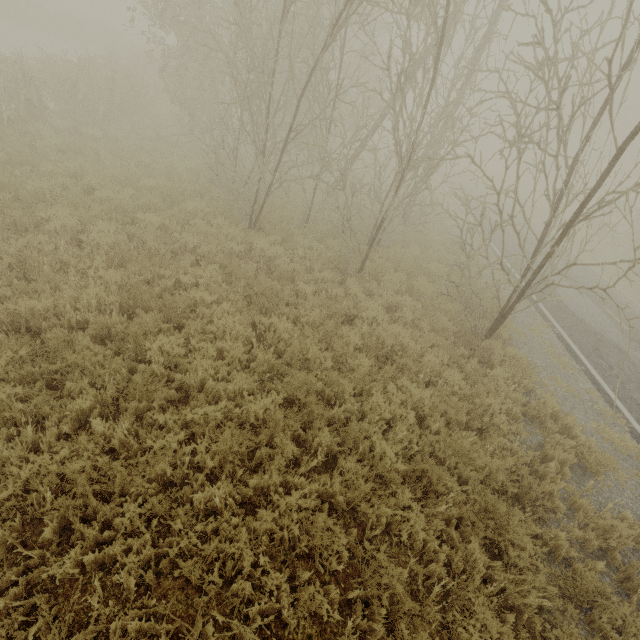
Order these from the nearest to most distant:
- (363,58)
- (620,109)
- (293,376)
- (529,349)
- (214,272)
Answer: (293,376)
(214,272)
(529,349)
(363,58)
(620,109)

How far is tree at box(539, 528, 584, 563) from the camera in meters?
4.6

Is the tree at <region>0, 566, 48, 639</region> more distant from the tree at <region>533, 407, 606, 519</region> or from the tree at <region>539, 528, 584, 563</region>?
the tree at <region>533, 407, 606, 519</region>

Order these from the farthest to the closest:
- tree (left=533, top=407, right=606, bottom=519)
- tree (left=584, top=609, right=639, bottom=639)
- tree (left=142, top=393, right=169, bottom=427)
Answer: tree (left=533, top=407, right=606, bottom=519) < tree (left=142, top=393, right=169, bottom=427) < tree (left=584, top=609, right=639, bottom=639)

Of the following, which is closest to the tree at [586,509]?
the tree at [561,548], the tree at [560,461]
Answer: the tree at [561,548]

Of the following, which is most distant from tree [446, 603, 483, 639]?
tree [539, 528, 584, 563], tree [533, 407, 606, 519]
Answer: tree [533, 407, 606, 519]

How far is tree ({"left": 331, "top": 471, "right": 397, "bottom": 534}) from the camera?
4.2m
